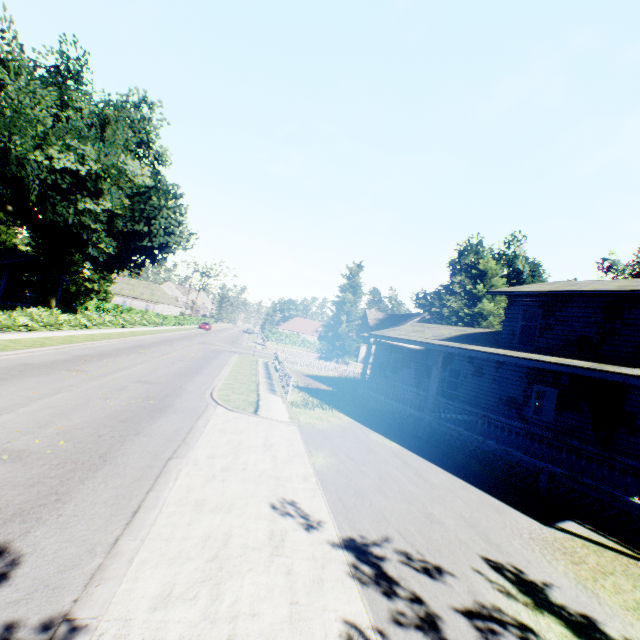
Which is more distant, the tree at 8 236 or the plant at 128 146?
the tree at 8 236

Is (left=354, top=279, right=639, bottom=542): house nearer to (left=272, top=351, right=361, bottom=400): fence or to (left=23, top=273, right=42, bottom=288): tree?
(left=272, top=351, right=361, bottom=400): fence

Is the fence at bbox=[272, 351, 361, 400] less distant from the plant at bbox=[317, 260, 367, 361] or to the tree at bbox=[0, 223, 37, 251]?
the plant at bbox=[317, 260, 367, 361]

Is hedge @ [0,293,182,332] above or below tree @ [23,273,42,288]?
below

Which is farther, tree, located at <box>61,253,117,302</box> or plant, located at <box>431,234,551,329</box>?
tree, located at <box>61,253,117,302</box>

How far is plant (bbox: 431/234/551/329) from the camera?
34.12m

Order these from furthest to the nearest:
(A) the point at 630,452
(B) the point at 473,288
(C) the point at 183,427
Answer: (B) the point at 473,288
(A) the point at 630,452
(C) the point at 183,427

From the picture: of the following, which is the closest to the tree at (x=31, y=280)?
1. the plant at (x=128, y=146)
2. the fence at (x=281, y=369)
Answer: the plant at (x=128, y=146)
